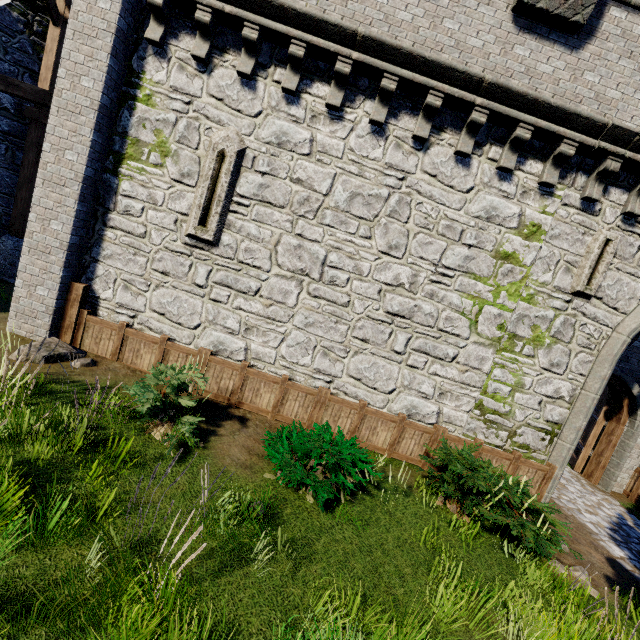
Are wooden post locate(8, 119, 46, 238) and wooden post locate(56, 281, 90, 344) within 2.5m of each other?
no

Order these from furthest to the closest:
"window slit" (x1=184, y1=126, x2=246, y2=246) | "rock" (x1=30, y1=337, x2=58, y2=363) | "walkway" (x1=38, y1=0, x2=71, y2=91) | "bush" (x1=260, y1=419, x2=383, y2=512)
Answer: "walkway" (x1=38, y1=0, x2=71, y2=91) < "window slit" (x1=184, y1=126, x2=246, y2=246) < "rock" (x1=30, y1=337, x2=58, y2=363) < "bush" (x1=260, y1=419, x2=383, y2=512)

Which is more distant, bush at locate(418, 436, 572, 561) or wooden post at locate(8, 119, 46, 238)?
wooden post at locate(8, 119, 46, 238)

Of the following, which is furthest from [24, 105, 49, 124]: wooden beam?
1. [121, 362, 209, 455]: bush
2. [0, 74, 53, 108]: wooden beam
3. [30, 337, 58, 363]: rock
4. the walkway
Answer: [121, 362, 209, 455]: bush

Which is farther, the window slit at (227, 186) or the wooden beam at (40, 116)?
the wooden beam at (40, 116)

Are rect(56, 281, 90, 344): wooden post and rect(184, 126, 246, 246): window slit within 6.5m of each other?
yes

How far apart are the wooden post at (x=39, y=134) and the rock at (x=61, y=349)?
5.98m

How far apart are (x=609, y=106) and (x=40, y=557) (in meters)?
11.55
